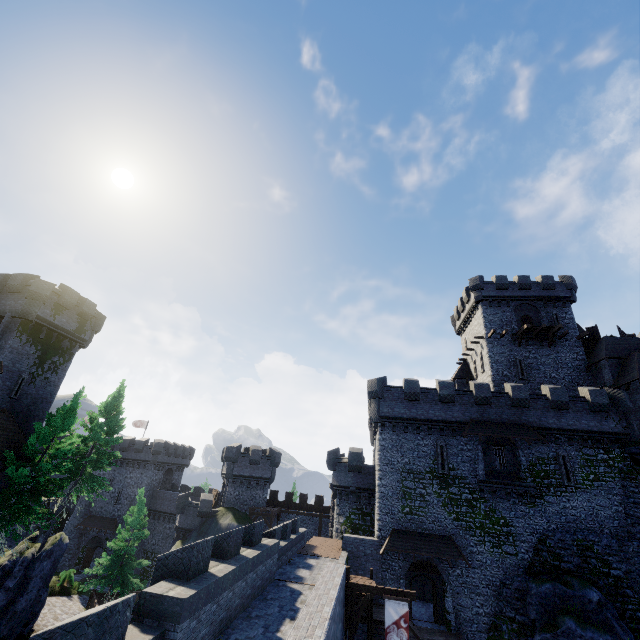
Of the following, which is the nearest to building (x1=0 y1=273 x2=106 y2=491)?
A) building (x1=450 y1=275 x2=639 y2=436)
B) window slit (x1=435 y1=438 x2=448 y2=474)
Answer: window slit (x1=435 y1=438 x2=448 y2=474)

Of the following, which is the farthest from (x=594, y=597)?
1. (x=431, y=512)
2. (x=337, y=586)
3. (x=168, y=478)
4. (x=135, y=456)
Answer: (x=168, y=478)

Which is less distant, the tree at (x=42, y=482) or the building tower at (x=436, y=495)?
the tree at (x=42, y=482)

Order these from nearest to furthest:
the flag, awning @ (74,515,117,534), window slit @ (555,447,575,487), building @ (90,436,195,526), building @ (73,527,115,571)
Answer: the flag
window slit @ (555,447,575,487)
building @ (73,527,115,571)
awning @ (74,515,117,534)
building @ (90,436,195,526)

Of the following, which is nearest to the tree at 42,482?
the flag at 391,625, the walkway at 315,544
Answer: the walkway at 315,544

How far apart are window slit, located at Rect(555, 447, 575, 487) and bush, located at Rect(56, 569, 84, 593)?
46.52m

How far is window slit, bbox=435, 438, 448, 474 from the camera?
26.3m

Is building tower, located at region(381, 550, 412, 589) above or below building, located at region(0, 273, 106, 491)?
below
